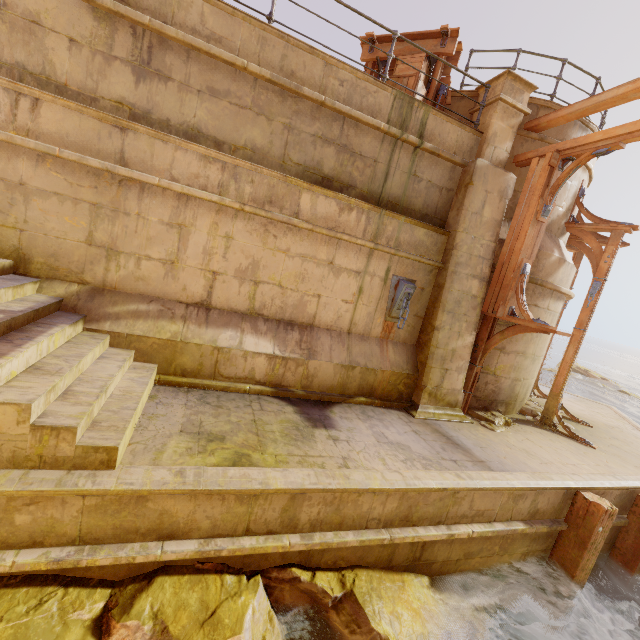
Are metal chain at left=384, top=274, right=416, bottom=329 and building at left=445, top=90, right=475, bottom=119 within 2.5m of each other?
no

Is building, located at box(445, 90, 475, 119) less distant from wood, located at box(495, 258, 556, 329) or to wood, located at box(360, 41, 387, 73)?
wood, located at box(360, 41, 387, 73)

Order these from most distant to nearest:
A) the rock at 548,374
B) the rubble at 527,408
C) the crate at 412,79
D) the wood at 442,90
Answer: the rock at 548,374, the rubble at 527,408, the wood at 442,90, the crate at 412,79

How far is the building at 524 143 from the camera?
6.96m

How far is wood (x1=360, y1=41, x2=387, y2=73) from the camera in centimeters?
763cm

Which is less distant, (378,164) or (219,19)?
(219,19)

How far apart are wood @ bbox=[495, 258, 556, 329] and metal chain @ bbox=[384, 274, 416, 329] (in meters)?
1.80

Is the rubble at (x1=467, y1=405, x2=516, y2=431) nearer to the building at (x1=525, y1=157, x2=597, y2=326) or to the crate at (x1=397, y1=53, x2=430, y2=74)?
the building at (x1=525, y1=157, x2=597, y2=326)
